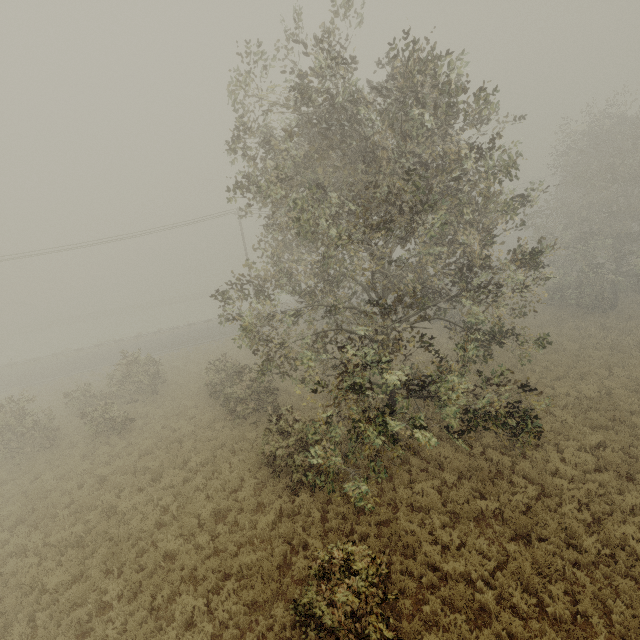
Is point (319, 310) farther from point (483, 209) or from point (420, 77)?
point (420, 77)
